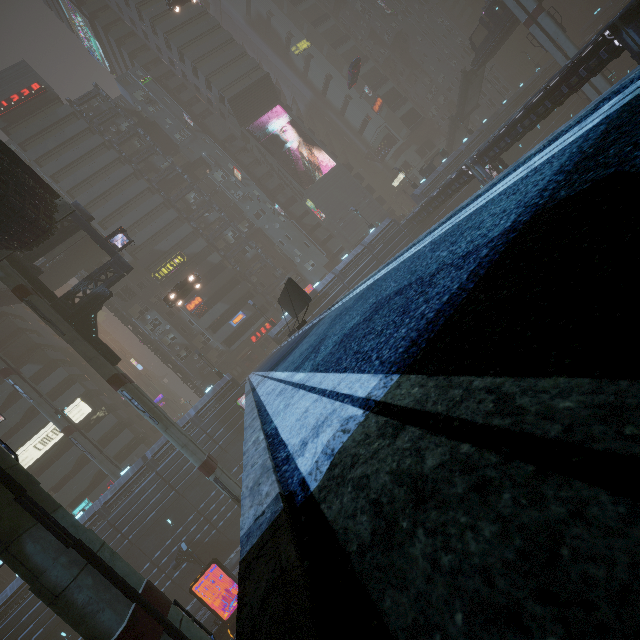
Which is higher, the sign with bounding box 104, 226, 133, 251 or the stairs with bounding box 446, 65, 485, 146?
the sign with bounding box 104, 226, 133, 251

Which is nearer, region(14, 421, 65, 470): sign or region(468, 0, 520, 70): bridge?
region(14, 421, 65, 470): sign

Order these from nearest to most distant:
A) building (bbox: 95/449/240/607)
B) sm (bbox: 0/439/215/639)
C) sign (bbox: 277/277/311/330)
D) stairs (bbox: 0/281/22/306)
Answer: sm (bbox: 0/439/215/639) → sign (bbox: 277/277/311/330) → building (bbox: 95/449/240/607) → stairs (bbox: 0/281/22/306)

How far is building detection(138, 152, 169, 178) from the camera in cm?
5059

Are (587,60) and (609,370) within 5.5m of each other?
no

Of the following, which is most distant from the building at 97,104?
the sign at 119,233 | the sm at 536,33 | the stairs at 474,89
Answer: the sign at 119,233

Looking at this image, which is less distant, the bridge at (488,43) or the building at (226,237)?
the bridge at (488,43)

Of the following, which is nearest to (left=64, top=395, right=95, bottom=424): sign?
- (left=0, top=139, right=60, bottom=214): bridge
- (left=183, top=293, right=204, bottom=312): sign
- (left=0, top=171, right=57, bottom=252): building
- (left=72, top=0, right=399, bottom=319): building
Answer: (left=72, top=0, right=399, bottom=319): building
